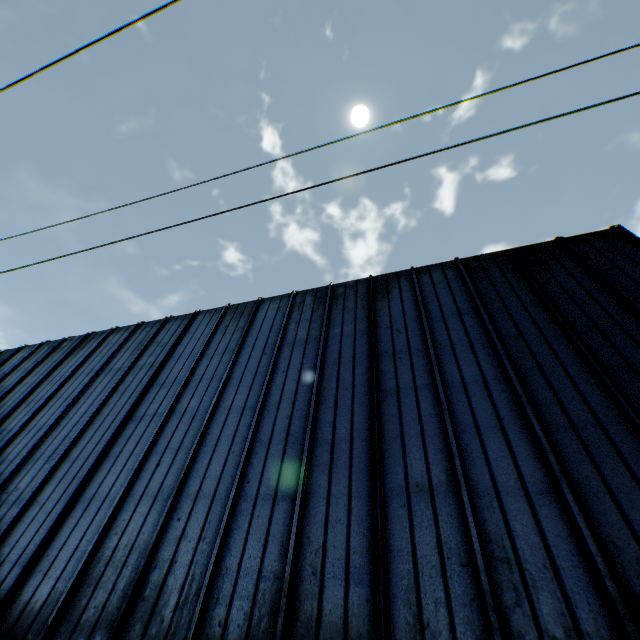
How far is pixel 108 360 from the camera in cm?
1220
